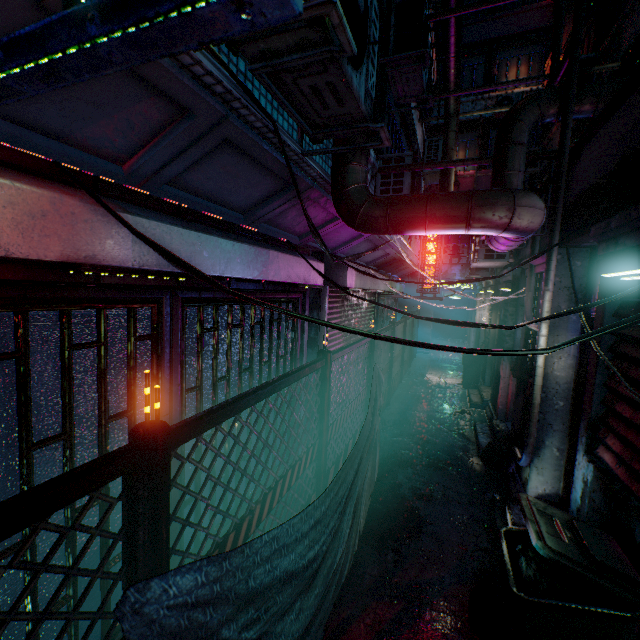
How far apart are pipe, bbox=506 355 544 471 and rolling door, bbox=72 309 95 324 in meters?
3.7

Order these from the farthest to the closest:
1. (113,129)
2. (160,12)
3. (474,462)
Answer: (474,462) → (113,129) → (160,12)

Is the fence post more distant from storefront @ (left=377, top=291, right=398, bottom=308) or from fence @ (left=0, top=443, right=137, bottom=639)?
storefront @ (left=377, top=291, right=398, bottom=308)

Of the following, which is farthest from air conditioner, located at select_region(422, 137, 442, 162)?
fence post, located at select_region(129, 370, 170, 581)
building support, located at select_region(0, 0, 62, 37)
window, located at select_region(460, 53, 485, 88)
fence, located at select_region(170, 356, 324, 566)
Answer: fence post, located at select_region(129, 370, 170, 581)

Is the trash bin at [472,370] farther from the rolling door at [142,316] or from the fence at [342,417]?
the rolling door at [142,316]

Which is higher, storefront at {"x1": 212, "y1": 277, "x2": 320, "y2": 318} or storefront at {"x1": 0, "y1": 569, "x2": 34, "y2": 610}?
storefront at {"x1": 212, "y1": 277, "x2": 320, "y2": 318}

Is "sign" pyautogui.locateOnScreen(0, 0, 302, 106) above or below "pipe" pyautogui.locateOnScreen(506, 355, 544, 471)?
above

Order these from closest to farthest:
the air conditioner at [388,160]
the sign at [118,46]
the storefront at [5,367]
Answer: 1. the sign at [118,46]
2. the storefront at [5,367]
3. the air conditioner at [388,160]
